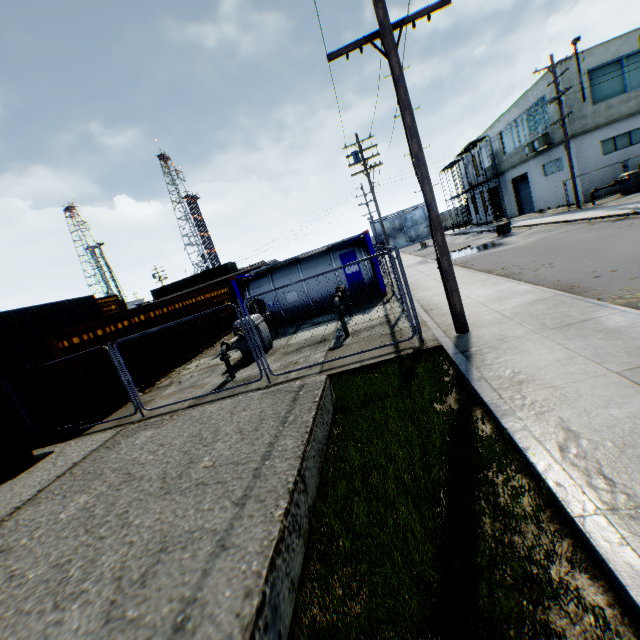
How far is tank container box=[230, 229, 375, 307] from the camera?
14.5 meters

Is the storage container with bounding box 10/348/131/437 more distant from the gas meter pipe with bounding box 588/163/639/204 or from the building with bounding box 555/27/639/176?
the building with bounding box 555/27/639/176

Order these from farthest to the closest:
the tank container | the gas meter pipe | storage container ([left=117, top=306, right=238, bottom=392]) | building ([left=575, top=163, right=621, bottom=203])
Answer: building ([left=575, top=163, right=621, bottom=203]), the gas meter pipe, the tank container, storage container ([left=117, top=306, right=238, bottom=392])

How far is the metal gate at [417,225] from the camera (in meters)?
58.09

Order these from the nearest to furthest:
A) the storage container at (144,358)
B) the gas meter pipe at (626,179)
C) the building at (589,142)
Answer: the storage container at (144,358), the gas meter pipe at (626,179), the building at (589,142)

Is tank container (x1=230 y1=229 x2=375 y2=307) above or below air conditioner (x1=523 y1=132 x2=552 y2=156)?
below

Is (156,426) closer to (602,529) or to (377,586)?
(377,586)

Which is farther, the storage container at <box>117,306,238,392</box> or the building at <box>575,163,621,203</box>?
the building at <box>575,163,621,203</box>
